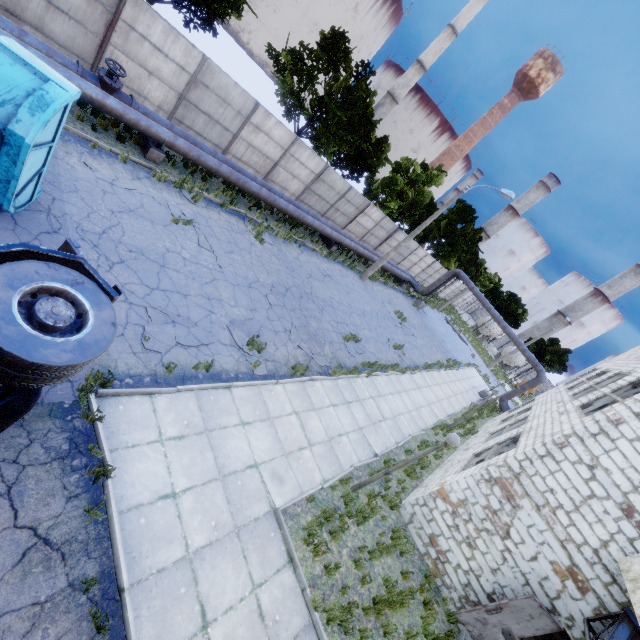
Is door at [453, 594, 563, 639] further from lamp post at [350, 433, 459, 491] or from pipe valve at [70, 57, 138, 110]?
pipe valve at [70, 57, 138, 110]

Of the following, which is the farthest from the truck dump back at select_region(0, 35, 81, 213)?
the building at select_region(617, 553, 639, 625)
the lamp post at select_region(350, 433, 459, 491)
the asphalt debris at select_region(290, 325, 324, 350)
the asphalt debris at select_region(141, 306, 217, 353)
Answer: the building at select_region(617, 553, 639, 625)

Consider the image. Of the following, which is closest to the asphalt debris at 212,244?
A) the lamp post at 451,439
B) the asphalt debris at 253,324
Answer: the asphalt debris at 253,324

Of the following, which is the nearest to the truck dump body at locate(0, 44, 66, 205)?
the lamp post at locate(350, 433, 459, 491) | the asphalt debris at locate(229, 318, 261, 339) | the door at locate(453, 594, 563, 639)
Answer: the asphalt debris at locate(229, 318, 261, 339)

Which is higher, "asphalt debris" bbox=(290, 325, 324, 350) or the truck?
the truck

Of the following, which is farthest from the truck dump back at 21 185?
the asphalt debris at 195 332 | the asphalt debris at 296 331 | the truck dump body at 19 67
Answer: the asphalt debris at 296 331

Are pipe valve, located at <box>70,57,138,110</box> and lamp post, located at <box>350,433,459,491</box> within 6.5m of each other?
no

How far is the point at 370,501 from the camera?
9.1m
